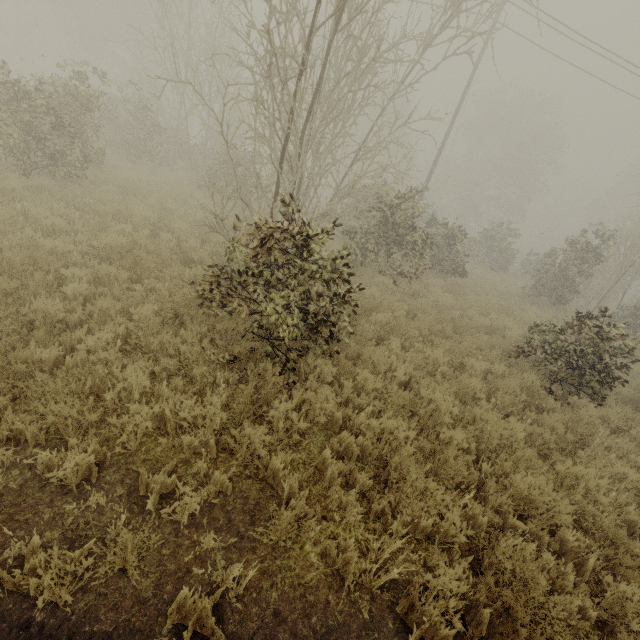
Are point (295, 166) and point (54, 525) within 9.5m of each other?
yes
